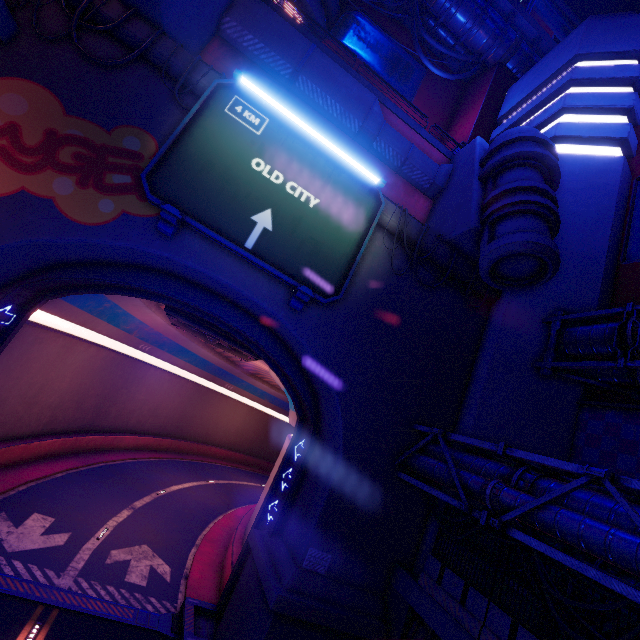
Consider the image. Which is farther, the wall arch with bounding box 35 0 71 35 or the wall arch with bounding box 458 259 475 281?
the wall arch with bounding box 458 259 475 281

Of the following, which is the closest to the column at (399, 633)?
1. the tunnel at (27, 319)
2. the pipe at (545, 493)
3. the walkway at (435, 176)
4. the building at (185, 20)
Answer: the pipe at (545, 493)

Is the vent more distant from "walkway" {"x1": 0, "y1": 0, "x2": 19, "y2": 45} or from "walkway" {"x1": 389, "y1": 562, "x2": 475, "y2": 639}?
"walkway" {"x1": 389, "y1": 562, "x2": 475, "y2": 639}

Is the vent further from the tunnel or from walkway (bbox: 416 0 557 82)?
walkway (bbox: 416 0 557 82)

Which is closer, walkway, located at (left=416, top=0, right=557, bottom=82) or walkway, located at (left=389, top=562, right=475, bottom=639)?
walkway, located at (left=389, top=562, right=475, bottom=639)

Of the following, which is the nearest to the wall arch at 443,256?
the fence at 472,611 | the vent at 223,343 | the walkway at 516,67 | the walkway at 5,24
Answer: the walkway at 5,24

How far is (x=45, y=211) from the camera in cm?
964

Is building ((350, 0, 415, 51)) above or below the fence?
above
